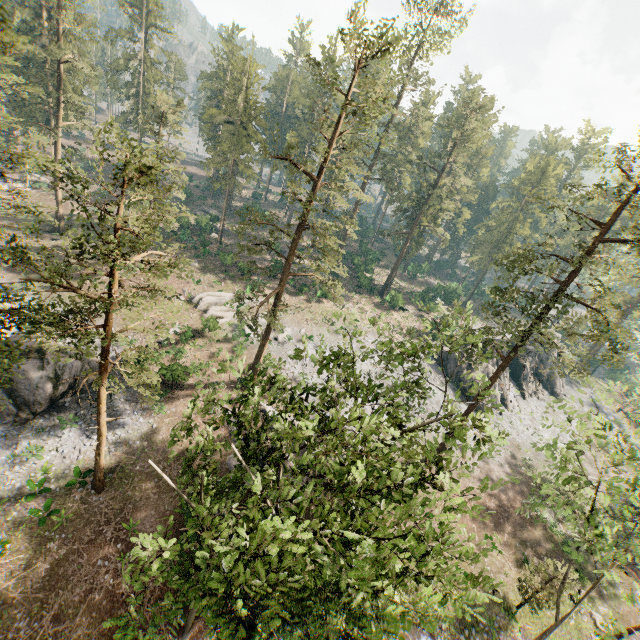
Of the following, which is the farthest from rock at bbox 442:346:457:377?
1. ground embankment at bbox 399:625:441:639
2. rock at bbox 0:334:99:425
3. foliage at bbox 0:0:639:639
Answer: rock at bbox 0:334:99:425

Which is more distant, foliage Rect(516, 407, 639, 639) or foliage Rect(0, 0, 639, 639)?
foliage Rect(516, 407, 639, 639)

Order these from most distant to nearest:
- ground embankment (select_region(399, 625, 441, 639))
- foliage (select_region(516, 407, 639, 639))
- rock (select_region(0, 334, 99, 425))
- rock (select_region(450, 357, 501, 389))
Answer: rock (select_region(450, 357, 501, 389))
rock (select_region(0, 334, 99, 425))
ground embankment (select_region(399, 625, 441, 639))
foliage (select_region(516, 407, 639, 639))

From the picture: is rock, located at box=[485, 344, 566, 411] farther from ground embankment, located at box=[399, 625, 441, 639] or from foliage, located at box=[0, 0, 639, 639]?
ground embankment, located at box=[399, 625, 441, 639]

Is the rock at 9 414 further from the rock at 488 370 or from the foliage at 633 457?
the rock at 488 370

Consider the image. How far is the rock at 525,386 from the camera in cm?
4325

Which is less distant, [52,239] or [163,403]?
[163,403]
